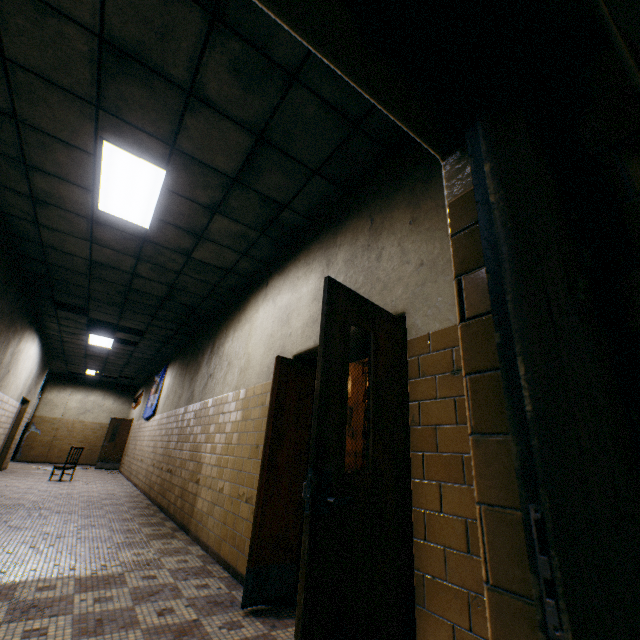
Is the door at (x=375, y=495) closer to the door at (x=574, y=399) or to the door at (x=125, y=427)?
the door at (x=574, y=399)

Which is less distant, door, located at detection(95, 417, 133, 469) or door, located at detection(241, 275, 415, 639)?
door, located at detection(241, 275, 415, 639)

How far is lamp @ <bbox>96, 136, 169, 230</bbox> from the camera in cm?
347

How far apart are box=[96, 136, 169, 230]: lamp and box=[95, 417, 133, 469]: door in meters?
13.1

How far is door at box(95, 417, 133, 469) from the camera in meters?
13.7 m

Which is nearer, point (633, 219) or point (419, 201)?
point (633, 219)

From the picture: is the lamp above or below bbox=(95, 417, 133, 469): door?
above

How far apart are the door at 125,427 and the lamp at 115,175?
13.1 meters
